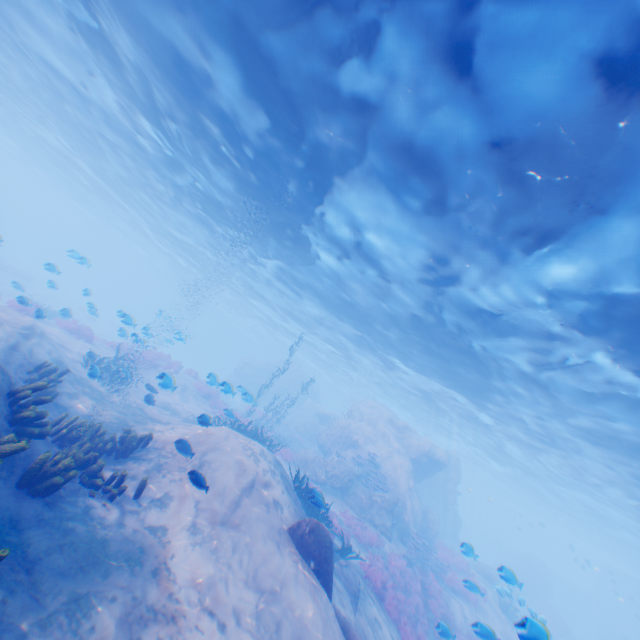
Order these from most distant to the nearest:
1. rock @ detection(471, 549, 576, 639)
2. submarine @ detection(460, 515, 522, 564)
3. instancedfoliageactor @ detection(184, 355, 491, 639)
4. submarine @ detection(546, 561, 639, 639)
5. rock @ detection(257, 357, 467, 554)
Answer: submarine @ detection(546, 561, 639, 639), rock @ detection(257, 357, 467, 554), rock @ detection(471, 549, 576, 639), instancedfoliageactor @ detection(184, 355, 491, 639), submarine @ detection(460, 515, 522, 564)

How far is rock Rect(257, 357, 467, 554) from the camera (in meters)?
19.41

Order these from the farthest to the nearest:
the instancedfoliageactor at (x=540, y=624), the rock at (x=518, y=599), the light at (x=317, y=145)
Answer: the rock at (x=518, y=599) < the light at (x=317, y=145) < the instancedfoliageactor at (x=540, y=624)

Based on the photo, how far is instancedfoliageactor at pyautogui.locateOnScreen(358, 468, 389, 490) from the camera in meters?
19.8

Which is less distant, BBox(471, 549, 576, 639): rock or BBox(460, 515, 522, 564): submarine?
BBox(460, 515, 522, 564): submarine

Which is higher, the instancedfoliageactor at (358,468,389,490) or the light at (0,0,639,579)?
the light at (0,0,639,579)

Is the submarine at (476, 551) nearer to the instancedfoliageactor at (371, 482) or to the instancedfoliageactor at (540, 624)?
the instancedfoliageactor at (540, 624)

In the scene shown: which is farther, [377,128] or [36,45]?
[36,45]
